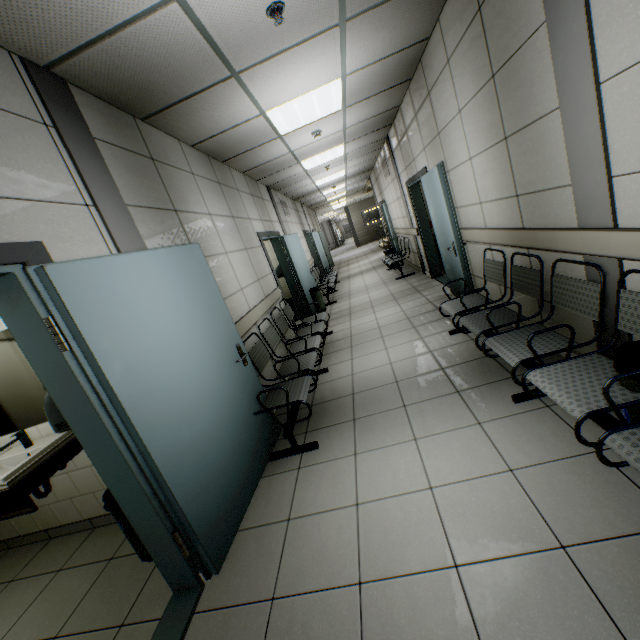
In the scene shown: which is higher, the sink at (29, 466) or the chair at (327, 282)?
the sink at (29, 466)

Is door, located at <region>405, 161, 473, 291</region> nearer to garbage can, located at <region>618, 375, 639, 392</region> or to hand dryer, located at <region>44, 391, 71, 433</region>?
garbage can, located at <region>618, 375, 639, 392</region>

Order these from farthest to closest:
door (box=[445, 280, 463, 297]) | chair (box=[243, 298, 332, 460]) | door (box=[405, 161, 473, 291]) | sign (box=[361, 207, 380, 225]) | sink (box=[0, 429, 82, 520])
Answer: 1. sign (box=[361, 207, 380, 225])
2. door (box=[445, 280, 463, 297])
3. door (box=[405, 161, 473, 291])
4. chair (box=[243, 298, 332, 460])
5. sink (box=[0, 429, 82, 520])

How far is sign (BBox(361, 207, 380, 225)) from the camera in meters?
24.6 m

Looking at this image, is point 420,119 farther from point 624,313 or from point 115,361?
point 115,361

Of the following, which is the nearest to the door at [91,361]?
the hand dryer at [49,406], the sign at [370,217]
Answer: the hand dryer at [49,406]

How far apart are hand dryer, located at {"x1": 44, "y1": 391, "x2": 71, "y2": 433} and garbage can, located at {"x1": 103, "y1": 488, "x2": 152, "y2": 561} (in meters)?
0.69

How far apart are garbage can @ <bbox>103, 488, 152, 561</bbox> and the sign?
24.43m
